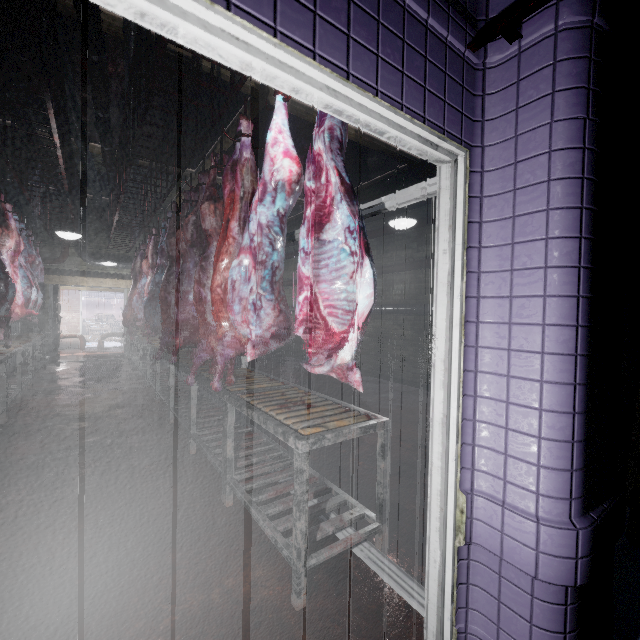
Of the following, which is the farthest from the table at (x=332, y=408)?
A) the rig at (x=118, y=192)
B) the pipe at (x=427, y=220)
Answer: the pipe at (x=427, y=220)

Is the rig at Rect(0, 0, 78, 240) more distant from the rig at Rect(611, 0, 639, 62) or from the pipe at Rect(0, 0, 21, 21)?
the rig at Rect(611, 0, 639, 62)

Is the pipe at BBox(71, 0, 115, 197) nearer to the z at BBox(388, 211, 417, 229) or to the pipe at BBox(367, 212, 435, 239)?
the pipe at BBox(367, 212, 435, 239)

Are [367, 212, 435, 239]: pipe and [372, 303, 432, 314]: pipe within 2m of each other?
yes

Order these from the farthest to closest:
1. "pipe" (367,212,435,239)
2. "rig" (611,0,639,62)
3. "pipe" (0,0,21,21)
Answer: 1. "pipe" (367,212,435,239)
2. "pipe" (0,0,21,21)
3. "rig" (611,0,639,62)

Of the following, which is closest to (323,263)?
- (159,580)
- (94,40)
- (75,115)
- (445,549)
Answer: (445,549)

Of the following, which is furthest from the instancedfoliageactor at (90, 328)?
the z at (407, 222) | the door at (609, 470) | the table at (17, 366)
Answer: the door at (609, 470)

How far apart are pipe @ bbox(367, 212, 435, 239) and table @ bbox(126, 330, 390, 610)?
4.1 meters
